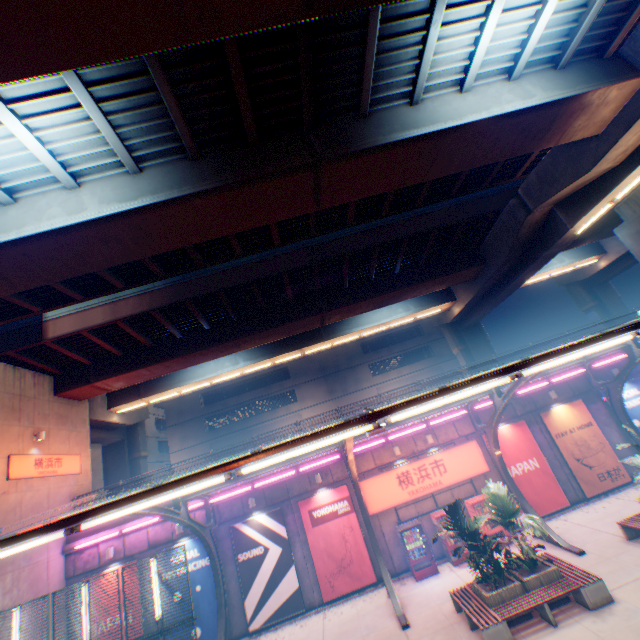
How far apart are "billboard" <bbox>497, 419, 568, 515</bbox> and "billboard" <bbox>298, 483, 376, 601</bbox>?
7.63m

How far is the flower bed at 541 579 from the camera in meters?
9.9 m

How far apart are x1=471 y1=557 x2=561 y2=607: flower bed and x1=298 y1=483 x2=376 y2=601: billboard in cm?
577

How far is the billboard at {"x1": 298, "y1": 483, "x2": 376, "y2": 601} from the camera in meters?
15.1 m

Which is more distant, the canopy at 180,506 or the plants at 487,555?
the canopy at 180,506

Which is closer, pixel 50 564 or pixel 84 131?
pixel 84 131

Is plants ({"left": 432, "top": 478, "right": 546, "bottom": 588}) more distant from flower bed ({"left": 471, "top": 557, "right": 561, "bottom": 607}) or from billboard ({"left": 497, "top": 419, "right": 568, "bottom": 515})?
billboard ({"left": 497, "top": 419, "right": 568, "bottom": 515})

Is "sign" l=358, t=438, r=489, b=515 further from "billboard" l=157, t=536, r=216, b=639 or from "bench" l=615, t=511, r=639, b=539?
"billboard" l=157, t=536, r=216, b=639
